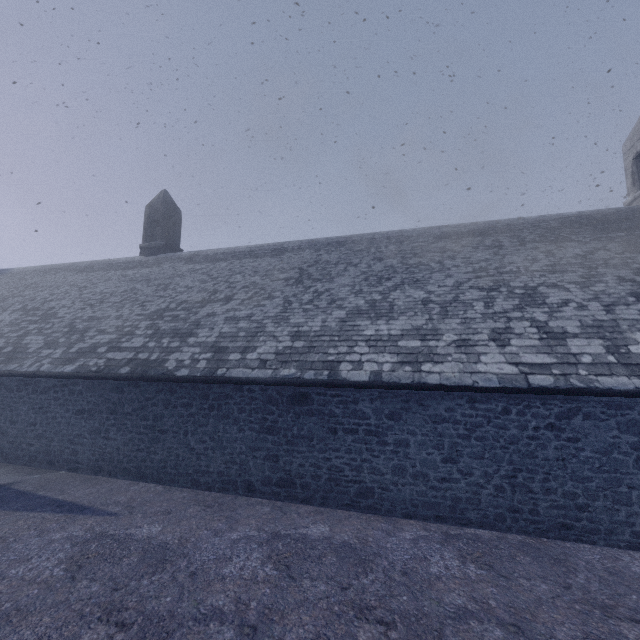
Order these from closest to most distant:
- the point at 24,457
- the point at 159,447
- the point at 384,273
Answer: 1. the point at 159,447
2. the point at 24,457
3. the point at 384,273
